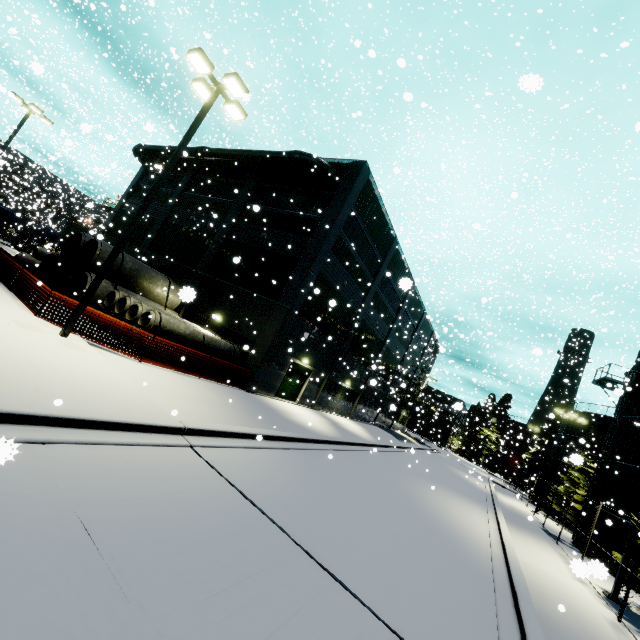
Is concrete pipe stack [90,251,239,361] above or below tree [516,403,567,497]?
below

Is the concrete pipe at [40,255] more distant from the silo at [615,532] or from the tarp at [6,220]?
the silo at [615,532]

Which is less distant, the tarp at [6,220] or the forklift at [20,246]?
the forklift at [20,246]

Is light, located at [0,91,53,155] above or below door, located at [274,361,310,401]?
above

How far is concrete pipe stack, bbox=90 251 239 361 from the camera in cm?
1379

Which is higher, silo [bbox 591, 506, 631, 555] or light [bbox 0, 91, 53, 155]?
light [bbox 0, 91, 53, 155]

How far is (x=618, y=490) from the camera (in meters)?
19.23

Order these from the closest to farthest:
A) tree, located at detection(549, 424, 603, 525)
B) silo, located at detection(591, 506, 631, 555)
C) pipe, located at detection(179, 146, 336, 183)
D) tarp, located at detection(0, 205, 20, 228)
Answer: silo, located at detection(591, 506, 631, 555) → pipe, located at detection(179, 146, 336, 183) → tree, located at detection(549, 424, 603, 525) → tarp, located at detection(0, 205, 20, 228)
